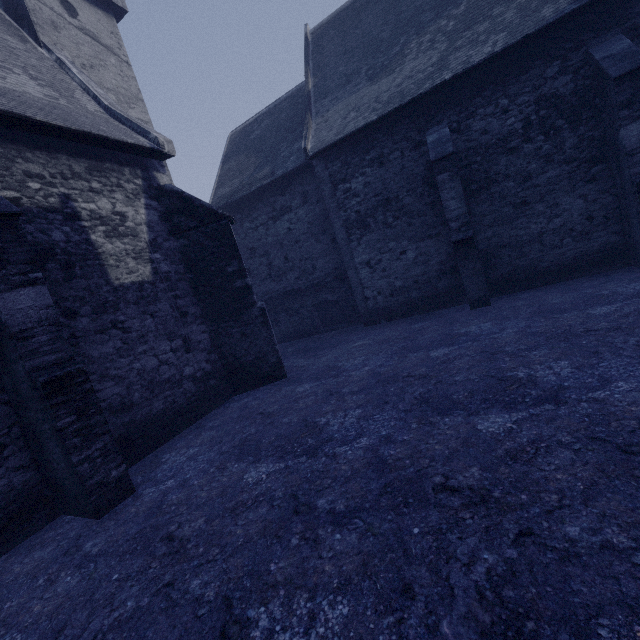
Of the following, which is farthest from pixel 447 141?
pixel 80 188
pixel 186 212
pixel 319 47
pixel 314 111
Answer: pixel 80 188
